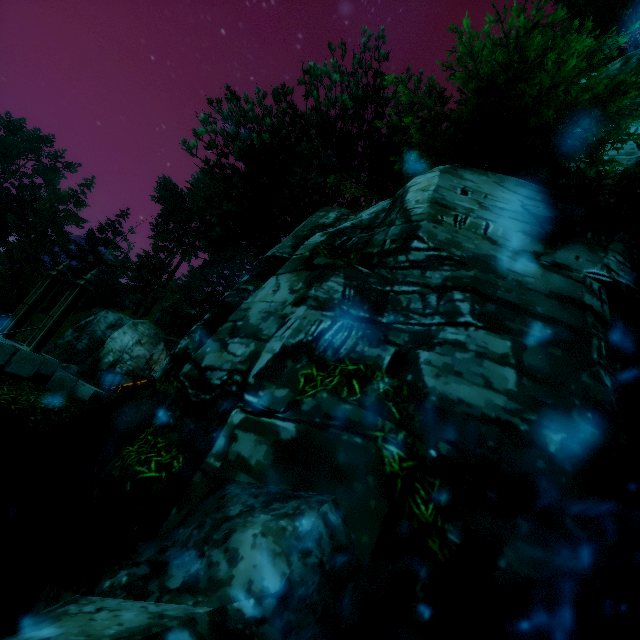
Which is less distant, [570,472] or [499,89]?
[570,472]

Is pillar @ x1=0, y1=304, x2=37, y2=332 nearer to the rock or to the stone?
the stone

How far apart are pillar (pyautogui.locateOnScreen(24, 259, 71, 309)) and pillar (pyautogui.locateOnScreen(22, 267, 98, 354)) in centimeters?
97cm

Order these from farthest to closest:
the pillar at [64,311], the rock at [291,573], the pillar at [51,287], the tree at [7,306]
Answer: the tree at [7,306], the pillar at [51,287], the pillar at [64,311], the rock at [291,573]

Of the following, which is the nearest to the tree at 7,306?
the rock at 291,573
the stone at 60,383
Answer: the stone at 60,383

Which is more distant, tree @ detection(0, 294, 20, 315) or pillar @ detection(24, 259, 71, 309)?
tree @ detection(0, 294, 20, 315)

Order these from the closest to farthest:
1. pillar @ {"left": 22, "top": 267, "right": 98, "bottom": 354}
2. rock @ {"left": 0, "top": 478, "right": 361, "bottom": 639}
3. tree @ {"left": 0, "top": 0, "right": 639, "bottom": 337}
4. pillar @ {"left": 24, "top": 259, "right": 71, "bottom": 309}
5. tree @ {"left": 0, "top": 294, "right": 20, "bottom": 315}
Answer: rock @ {"left": 0, "top": 478, "right": 361, "bottom": 639} → tree @ {"left": 0, "top": 0, "right": 639, "bottom": 337} → pillar @ {"left": 22, "top": 267, "right": 98, "bottom": 354} → pillar @ {"left": 24, "top": 259, "right": 71, "bottom": 309} → tree @ {"left": 0, "top": 294, "right": 20, "bottom": 315}

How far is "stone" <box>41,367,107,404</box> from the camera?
8.8m
